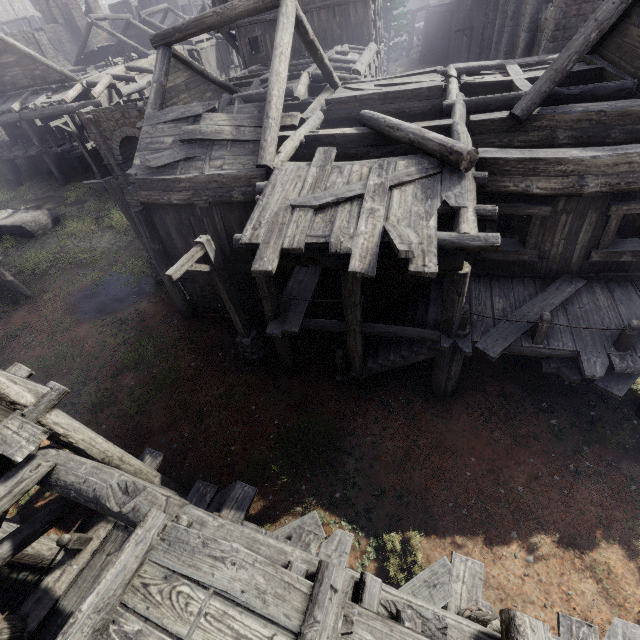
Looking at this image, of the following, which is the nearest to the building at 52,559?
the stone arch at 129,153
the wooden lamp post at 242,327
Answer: the stone arch at 129,153

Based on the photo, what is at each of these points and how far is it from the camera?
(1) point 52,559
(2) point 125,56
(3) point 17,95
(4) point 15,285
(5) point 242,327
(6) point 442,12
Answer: (1) building, 5.54m
(2) broken furniture, 26.22m
(3) building, 23.56m
(4) building, 14.77m
(5) wooden lamp post, 10.05m
(6) building, 37.75m

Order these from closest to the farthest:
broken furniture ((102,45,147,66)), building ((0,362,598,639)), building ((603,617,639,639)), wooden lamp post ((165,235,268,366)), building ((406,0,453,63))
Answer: building ((0,362,598,639)), building ((603,617,639,639)), wooden lamp post ((165,235,268,366)), broken furniture ((102,45,147,66)), building ((406,0,453,63))

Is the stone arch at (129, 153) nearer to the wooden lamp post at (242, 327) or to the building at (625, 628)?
the building at (625, 628)

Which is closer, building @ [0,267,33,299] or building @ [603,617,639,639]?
building @ [603,617,639,639]

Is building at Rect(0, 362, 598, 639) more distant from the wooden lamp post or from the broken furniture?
the wooden lamp post

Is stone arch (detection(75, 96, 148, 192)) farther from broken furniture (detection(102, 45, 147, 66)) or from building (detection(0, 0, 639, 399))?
broken furniture (detection(102, 45, 147, 66))
